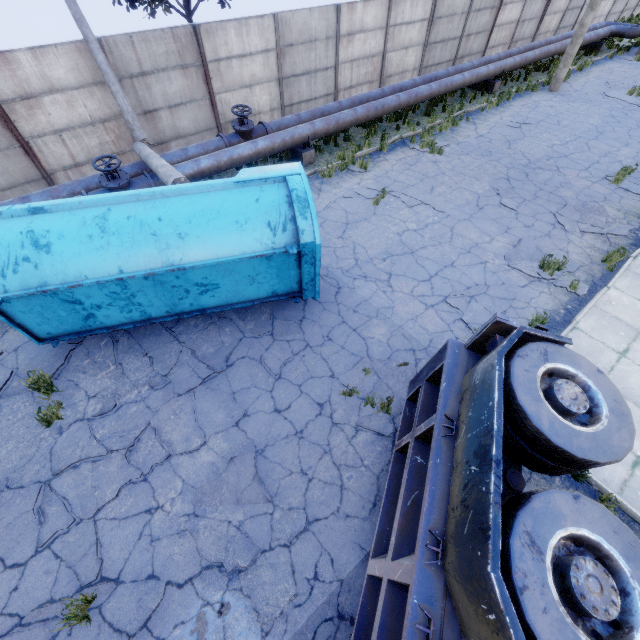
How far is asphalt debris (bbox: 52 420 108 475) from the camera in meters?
5.3 m

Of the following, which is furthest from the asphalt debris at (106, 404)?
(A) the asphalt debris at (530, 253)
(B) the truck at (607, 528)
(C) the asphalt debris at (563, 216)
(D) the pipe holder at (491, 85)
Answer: (D) the pipe holder at (491, 85)

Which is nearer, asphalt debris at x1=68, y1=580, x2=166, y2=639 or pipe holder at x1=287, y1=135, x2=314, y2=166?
asphalt debris at x1=68, y1=580, x2=166, y2=639

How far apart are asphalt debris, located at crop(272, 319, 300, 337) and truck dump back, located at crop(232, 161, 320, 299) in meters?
0.5 m

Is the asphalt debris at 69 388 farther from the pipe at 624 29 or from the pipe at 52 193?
the pipe at 624 29

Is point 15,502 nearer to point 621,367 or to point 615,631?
point 615,631

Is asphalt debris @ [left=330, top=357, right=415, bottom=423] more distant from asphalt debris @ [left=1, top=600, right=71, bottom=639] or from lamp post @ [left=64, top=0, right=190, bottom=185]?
lamp post @ [left=64, top=0, right=190, bottom=185]

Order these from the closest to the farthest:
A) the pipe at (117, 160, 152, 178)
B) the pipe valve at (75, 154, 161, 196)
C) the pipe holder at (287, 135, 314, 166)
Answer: the pipe valve at (75, 154, 161, 196)
the pipe at (117, 160, 152, 178)
the pipe holder at (287, 135, 314, 166)
